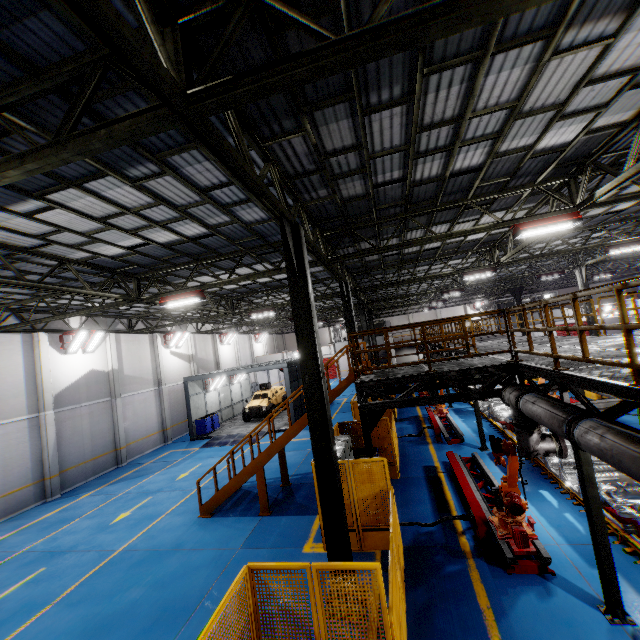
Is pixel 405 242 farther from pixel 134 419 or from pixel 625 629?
pixel 134 419

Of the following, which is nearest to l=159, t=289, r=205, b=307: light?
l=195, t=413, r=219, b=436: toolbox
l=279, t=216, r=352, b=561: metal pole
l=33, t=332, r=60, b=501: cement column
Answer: l=279, t=216, r=352, b=561: metal pole

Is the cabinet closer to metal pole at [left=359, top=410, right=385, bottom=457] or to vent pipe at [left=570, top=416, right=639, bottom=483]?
metal pole at [left=359, top=410, right=385, bottom=457]

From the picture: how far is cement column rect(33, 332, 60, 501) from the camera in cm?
1518

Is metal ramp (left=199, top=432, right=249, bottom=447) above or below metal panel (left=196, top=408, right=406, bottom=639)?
below

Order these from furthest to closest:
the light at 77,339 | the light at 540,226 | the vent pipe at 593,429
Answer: the light at 77,339 → the light at 540,226 → the vent pipe at 593,429

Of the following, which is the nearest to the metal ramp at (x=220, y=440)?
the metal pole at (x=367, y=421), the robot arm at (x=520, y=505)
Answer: the metal pole at (x=367, y=421)

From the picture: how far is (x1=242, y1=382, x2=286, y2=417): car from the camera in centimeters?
2459cm
